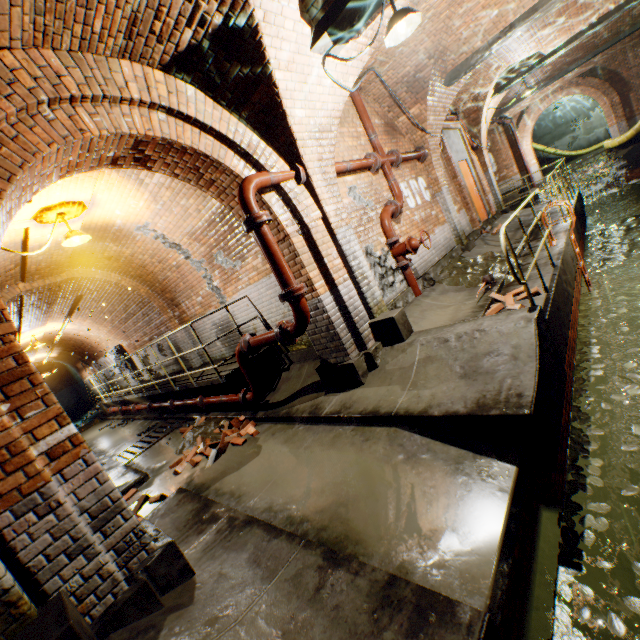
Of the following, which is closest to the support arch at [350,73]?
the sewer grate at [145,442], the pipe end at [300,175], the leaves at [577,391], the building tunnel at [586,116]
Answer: the pipe end at [300,175]

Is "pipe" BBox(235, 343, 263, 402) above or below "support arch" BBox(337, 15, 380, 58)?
below

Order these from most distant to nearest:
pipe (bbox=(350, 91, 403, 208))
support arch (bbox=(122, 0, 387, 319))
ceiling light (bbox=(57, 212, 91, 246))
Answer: pipe (bbox=(350, 91, 403, 208))
ceiling light (bbox=(57, 212, 91, 246))
support arch (bbox=(122, 0, 387, 319))

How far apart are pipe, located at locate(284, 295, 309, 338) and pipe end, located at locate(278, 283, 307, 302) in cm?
1

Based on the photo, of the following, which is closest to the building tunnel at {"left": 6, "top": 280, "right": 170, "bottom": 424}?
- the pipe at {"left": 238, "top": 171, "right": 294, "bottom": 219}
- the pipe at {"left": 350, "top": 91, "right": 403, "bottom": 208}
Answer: the pipe at {"left": 238, "top": 171, "right": 294, "bottom": 219}

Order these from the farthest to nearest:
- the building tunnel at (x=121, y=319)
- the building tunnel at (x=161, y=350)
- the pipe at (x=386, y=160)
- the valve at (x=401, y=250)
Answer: the building tunnel at (x=161, y=350)
the building tunnel at (x=121, y=319)
the pipe at (x=386, y=160)
the valve at (x=401, y=250)

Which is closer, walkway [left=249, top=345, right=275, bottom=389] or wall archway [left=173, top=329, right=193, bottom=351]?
walkway [left=249, top=345, right=275, bottom=389]

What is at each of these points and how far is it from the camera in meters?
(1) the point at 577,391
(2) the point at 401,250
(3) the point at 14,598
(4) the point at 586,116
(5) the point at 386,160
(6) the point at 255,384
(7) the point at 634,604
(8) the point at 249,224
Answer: (1) leaves, 4.4 m
(2) valve, 6.2 m
(3) support arch, 2.0 m
(4) building tunnel, 22.7 m
(5) pipe, 6.7 m
(6) pipe, 5.7 m
(7) leaves, 2.3 m
(8) pipe end, 3.9 m
